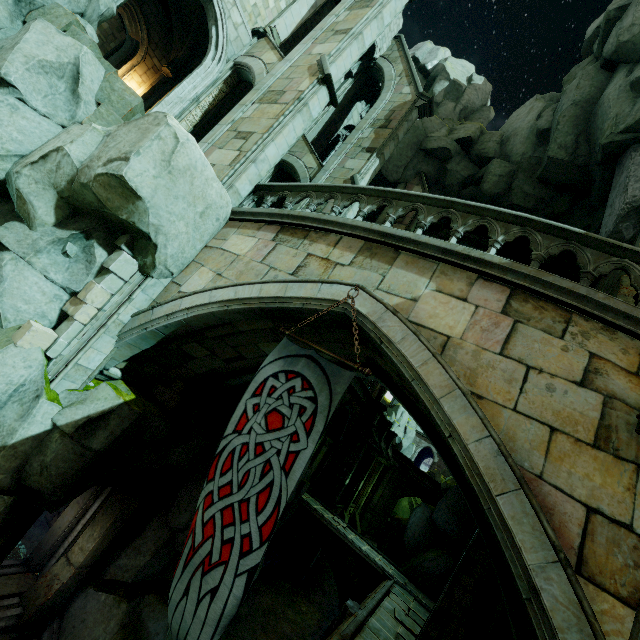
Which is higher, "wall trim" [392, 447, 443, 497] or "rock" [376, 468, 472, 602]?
"wall trim" [392, 447, 443, 497]

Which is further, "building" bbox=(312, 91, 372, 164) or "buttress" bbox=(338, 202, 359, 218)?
"building" bbox=(312, 91, 372, 164)

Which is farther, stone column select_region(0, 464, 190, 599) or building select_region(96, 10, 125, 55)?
building select_region(96, 10, 125, 55)

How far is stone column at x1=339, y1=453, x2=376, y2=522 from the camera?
25.27m

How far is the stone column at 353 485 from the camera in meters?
25.3

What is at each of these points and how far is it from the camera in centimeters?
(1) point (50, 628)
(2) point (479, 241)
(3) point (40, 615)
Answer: (1) stair, 863cm
(2) archway, 2053cm
(3) stone, 838cm

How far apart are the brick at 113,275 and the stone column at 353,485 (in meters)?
24.23

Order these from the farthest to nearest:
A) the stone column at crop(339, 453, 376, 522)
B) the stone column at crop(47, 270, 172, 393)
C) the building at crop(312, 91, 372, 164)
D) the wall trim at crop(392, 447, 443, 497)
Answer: the wall trim at crop(392, 447, 443, 497)
the stone column at crop(339, 453, 376, 522)
the building at crop(312, 91, 372, 164)
the stone column at crop(47, 270, 172, 393)
